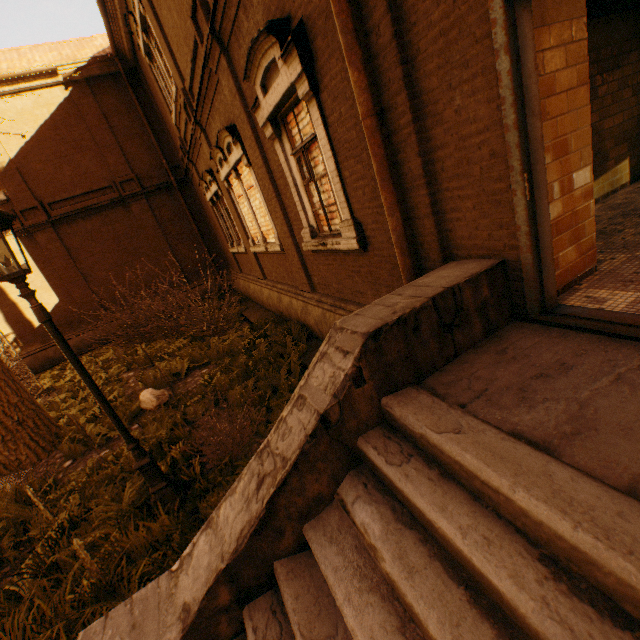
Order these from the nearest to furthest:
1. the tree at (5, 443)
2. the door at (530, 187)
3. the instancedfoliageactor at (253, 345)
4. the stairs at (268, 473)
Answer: the stairs at (268, 473) < the door at (530, 187) < the instancedfoliageactor at (253, 345) < the tree at (5, 443)

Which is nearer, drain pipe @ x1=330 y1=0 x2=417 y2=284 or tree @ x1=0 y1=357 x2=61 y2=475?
drain pipe @ x1=330 y1=0 x2=417 y2=284

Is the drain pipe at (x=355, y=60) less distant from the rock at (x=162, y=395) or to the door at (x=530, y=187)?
the door at (x=530, y=187)

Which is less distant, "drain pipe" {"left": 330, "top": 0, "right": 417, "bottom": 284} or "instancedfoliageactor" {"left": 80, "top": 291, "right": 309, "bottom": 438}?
"drain pipe" {"left": 330, "top": 0, "right": 417, "bottom": 284}

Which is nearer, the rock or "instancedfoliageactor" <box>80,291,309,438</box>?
"instancedfoliageactor" <box>80,291,309,438</box>

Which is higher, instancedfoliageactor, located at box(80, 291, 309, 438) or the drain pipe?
the drain pipe

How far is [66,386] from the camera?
11.2m

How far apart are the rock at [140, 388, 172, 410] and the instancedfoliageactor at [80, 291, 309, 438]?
0.42m
